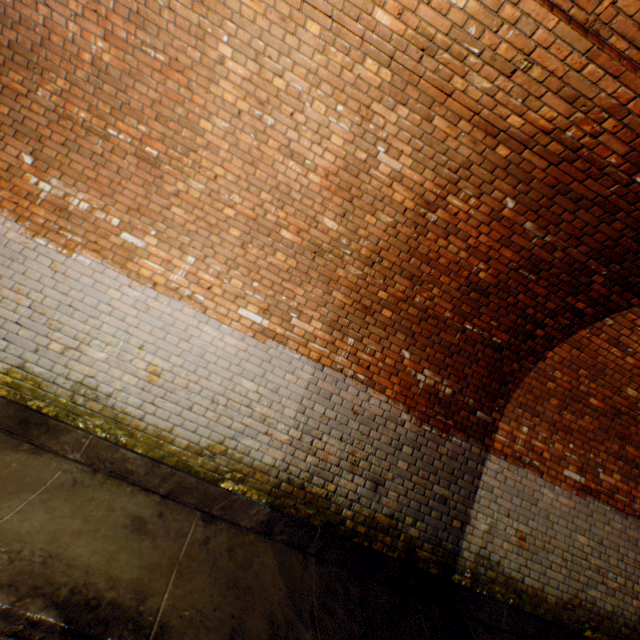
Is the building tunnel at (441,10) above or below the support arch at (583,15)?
below

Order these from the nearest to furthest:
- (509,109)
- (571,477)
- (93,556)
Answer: (93,556) → (509,109) → (571,477)

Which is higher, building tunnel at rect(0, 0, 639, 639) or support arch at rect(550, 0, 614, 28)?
support arch at rect(550, 0, 614, 28)
